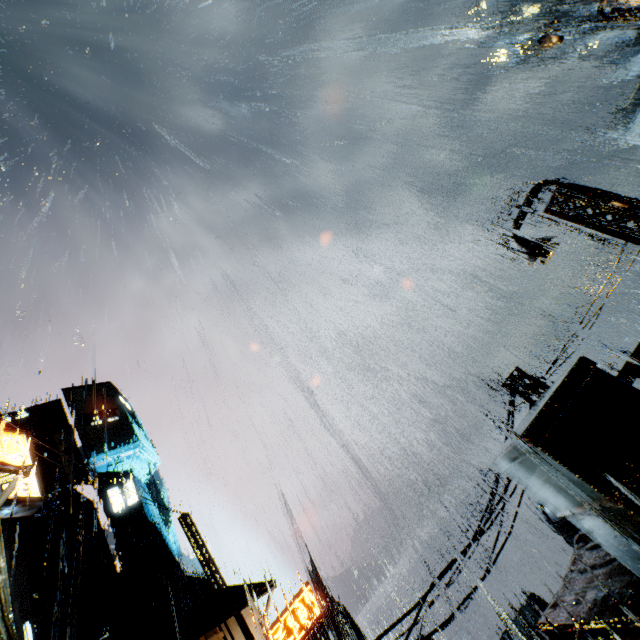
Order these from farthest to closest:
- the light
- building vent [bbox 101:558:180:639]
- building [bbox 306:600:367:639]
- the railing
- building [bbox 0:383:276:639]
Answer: building [bbox 306:600:367:639] < building vent [bbox 101:558:180:639] < building [bbox 0:383:276:639] < the light < the railing

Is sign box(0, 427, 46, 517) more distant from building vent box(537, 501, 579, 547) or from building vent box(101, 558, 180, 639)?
building vent box(101, 558, 180, 639)

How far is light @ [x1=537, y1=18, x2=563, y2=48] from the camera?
11.9 meters

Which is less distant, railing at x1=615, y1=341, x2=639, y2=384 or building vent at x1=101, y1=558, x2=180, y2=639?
railing at x1=615, y1=341, x2=639, y2=384

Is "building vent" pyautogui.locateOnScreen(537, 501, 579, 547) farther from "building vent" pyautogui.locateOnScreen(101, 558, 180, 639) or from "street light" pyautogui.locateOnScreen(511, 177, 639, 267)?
"building vent" pyautogui.locateOnScreen(101, 558, 180, 639)

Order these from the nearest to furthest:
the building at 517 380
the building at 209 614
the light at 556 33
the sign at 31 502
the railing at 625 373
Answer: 1. the railing at 625 373
2. the sign at 31 502
3. the light at 556 33
4. the building at 517 380
5. the building at 209 614

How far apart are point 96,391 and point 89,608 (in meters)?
31.83

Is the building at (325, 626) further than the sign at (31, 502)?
Yes
